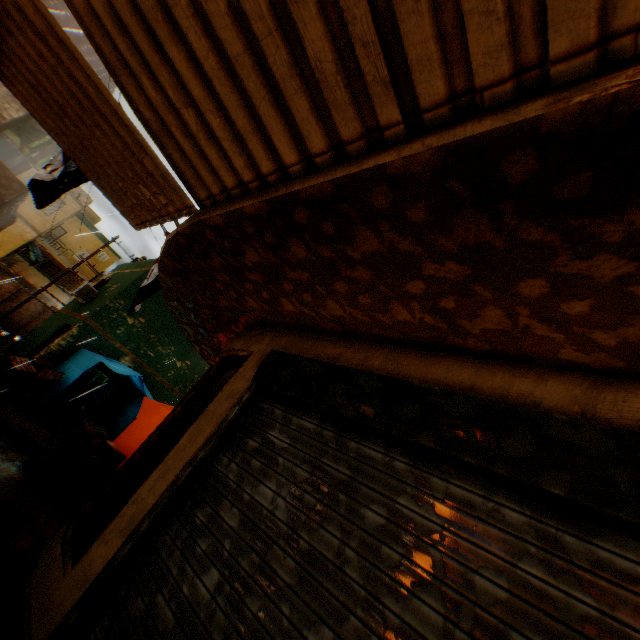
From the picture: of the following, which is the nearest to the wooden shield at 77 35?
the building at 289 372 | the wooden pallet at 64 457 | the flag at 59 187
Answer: the building at 289 372

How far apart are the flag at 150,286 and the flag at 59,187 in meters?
0.6 m

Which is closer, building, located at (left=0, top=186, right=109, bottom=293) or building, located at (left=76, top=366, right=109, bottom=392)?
building, located at (left=76, top=366, right=109, bottom=392)

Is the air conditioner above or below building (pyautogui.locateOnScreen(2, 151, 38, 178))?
below

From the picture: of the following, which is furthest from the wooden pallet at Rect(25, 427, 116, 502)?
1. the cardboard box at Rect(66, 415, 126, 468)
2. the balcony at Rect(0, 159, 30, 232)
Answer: the balcony at Rect(0, 159, 30, 232)

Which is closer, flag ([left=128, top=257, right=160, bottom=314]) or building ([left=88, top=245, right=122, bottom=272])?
flag ([left=128, top=257, right=160, bottom=314])

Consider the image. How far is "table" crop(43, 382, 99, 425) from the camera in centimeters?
1008cm

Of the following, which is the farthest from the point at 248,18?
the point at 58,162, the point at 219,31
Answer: the point at 58,162
